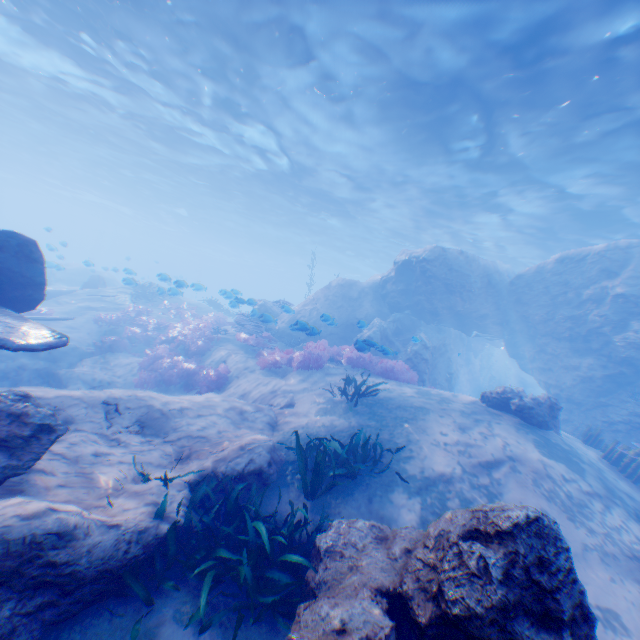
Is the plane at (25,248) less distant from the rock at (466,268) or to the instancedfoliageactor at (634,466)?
the rock at (466,268)

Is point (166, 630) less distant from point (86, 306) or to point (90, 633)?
point (90, 633)

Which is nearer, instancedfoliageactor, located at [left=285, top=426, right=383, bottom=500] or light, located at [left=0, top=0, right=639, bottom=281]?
instancedfoliageactor, located at [left=285, top=426, right=383, bottom=500]

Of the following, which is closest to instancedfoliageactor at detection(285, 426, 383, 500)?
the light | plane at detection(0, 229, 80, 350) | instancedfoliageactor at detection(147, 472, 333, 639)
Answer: instancedfoliageactor at detection(147, 472, 333, 639)

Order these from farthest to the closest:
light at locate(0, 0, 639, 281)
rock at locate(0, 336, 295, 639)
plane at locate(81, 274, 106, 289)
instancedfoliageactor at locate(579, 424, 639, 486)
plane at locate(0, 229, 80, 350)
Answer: plane at locate(81, 274, 106, 289) < light at locate(0, 0, 639, 281) < instancedfoliageactor at locate(579, 424, 639, 486) < plane at locate(0, 229, 80, 350) < rock at locate(0, 336, 295, 639)

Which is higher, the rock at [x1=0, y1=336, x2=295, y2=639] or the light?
the light

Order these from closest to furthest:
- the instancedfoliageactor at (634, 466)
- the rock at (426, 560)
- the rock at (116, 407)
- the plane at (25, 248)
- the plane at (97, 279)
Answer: the rock at (426, 560) < the rock at (116, 407) < the plane at (25, 248) < the instancedfoliageactor at (634, 466) < the plane at (97, 279)

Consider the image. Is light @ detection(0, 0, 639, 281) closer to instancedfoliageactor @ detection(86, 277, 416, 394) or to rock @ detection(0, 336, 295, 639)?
rock @ detection(0, 336, 295, 639)
